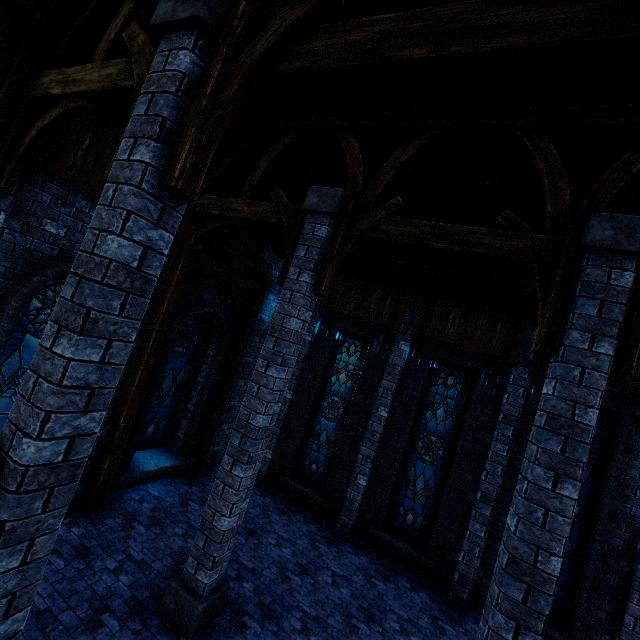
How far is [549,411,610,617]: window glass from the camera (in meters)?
7.17

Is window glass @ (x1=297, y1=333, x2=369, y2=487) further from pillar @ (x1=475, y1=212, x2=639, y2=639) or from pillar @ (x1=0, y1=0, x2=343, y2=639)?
pillar @ (x1=0, y1=0, x2=343, y2=639)

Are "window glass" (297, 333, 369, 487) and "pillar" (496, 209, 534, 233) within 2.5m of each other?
no

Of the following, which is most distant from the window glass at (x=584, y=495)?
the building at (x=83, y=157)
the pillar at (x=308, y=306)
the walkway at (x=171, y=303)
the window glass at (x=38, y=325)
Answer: the window glass at (x=38, y=325)

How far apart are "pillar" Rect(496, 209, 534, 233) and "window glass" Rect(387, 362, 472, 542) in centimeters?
520cm

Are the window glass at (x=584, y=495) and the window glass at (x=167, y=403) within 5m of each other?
no

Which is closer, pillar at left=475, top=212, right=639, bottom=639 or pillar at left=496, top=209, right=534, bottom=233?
pillar at left=475, top=212, right=639, bottom=639

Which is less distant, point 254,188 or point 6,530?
point 6,530
